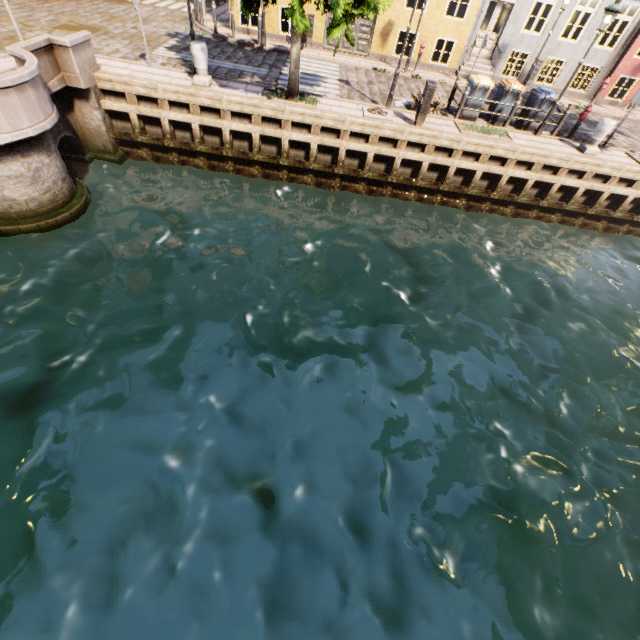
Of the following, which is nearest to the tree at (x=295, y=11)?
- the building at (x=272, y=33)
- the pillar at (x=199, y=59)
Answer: the pillar at (x=199, y=59)

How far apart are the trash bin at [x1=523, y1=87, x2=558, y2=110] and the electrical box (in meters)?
4.69

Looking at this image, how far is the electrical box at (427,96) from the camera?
10.14m

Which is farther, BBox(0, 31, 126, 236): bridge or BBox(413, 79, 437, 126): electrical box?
BBox(413, 79, 437, 126): electrical box

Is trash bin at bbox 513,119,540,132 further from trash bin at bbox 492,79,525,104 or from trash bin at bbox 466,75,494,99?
trash bin at bbox 466,75,494,99

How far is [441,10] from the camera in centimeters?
1555cm

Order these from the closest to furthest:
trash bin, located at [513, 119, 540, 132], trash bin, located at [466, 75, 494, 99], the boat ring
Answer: the boat ring, trash bin, located at [466, 75, 494, 99], trash bin, located at [513, 119, 540, 132]

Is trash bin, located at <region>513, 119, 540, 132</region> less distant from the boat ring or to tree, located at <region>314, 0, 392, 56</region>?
tree, located at <region>314, 0, 392, 56</region>
